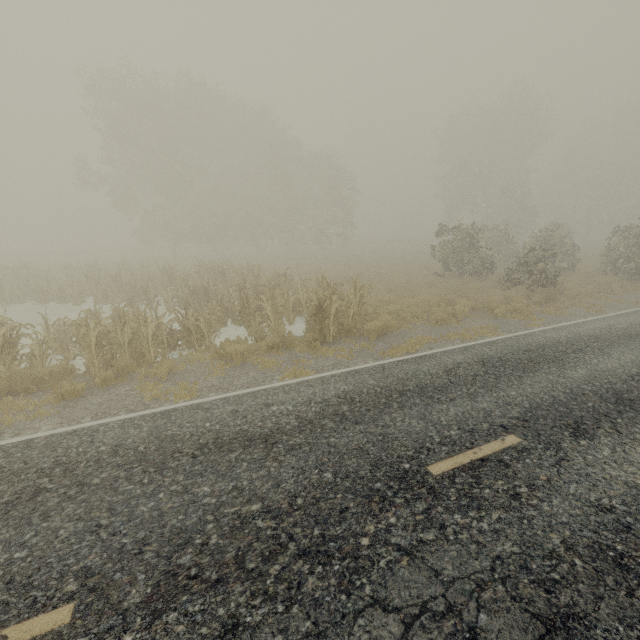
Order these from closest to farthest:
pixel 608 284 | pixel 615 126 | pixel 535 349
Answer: pixel 535 349 → pixel 608 284 → pixel 615 126
